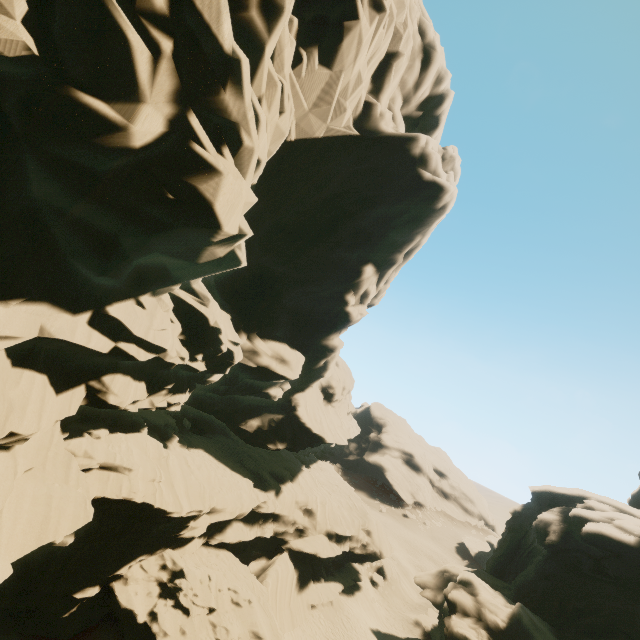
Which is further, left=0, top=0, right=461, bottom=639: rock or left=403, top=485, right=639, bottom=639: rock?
left=403, top=485, right=639, bottom=639: rock

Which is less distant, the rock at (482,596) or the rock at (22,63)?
the rock at (22,63)

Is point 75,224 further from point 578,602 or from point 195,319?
point 578,602
